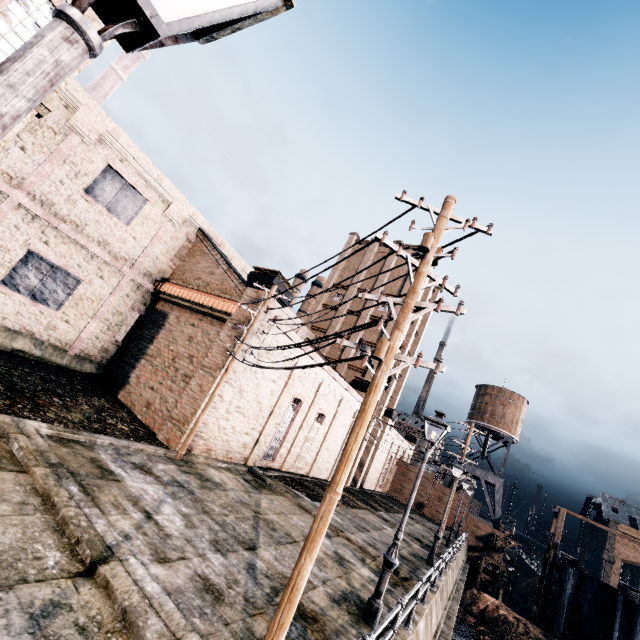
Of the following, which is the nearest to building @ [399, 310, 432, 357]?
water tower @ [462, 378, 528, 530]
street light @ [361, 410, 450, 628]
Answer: water tower @ [462, 378, 528, 530]

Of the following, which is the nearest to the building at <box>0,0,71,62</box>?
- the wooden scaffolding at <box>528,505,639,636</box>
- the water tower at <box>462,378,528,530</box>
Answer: the water tower at <box>462,378,528,530</box>

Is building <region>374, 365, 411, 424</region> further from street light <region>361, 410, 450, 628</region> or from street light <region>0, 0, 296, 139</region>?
street light <region>361, 410, 450, 628</region>

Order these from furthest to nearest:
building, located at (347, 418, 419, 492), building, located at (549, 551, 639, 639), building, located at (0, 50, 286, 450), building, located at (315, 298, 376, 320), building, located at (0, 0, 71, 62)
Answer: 1. building, located at (315, 298, 376, 320)
2. building, located at (347, 418, 419, 492)
3. building, located at (549, 551, 639, 639)
4. building, located at (0, 50, 286, 450)
5. building, located at (0, 0, 71, 62)

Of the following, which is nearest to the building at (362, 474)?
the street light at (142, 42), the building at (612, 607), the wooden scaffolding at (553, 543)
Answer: the street light at (142, 42)

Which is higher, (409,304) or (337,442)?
(409,304)

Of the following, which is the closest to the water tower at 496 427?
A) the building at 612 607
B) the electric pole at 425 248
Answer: the building at 612 607

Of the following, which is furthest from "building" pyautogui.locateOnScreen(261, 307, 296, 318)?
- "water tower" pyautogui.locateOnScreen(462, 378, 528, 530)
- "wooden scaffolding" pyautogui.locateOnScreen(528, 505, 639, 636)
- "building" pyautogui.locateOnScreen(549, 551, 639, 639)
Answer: "building" pyautogui.locateOnScreen(549, 551, 639, 639)
